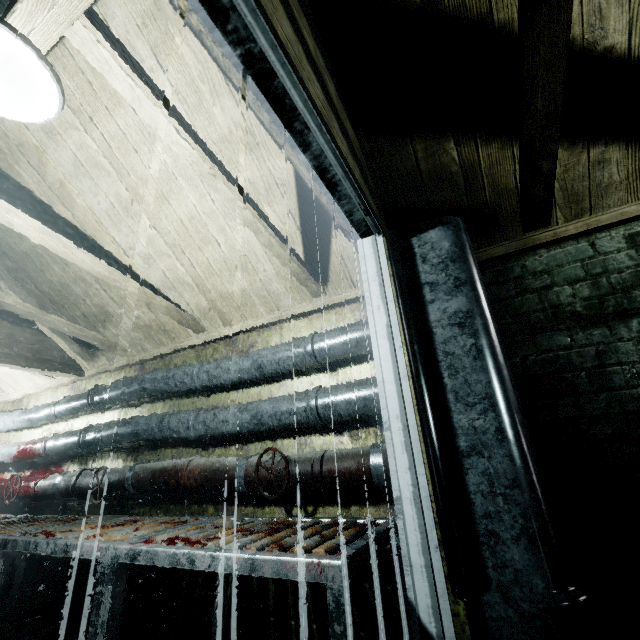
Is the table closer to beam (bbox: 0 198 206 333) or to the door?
the door

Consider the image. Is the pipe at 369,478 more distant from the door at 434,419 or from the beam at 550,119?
the beam at 550,119

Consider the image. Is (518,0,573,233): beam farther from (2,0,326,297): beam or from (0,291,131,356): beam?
(0,291,131,356): beam

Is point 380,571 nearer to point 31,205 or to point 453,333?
point 453,333

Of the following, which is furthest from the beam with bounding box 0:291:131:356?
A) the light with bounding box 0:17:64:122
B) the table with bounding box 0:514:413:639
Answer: the table with bounding box 0:514:413:639

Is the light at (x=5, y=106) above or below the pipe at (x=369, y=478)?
above

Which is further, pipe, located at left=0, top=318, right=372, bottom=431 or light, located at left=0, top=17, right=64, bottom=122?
pipe, located at left=0, top=318, right=372, bottom=431

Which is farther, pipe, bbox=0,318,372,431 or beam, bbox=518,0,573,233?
pipe, bbox=0,318,372,431
